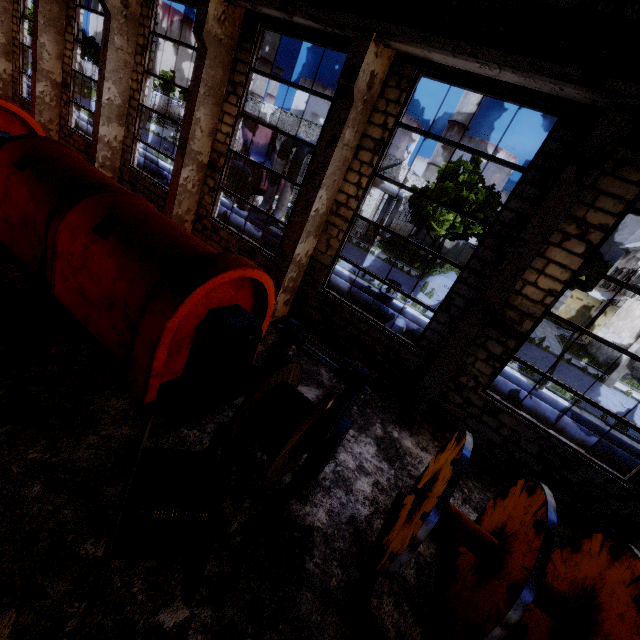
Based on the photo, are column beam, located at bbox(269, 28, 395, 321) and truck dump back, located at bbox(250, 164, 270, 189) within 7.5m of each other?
no

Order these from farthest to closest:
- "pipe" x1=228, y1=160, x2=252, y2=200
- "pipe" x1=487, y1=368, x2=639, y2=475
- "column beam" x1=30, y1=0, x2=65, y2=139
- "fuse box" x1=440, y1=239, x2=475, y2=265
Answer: "fuse box" x1=440, y1=239, x2=475, y2=265, "pipe" x1=228, y1=160, x2=252, y2=200, "column beam" x1=30, y1=0, x2=65, y2=139, "pipe" x1=487, y1=368, x2=639, y2=475

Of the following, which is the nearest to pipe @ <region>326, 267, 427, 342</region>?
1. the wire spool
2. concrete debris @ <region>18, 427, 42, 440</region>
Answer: the wire spool

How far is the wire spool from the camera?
2.61m

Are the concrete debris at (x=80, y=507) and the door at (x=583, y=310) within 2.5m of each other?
no

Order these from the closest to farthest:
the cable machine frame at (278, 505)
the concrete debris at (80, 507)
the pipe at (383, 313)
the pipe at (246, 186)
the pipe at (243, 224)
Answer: the concrete debris at (80, 507)
the cable machine frame at (278, 505)
the pipe at (383, 313)
the pipe at (243, 224)
the pipe at (246, 186)

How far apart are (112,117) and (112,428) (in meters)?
11.45

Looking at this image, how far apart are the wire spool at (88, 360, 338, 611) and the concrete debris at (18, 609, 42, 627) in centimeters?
10cm
